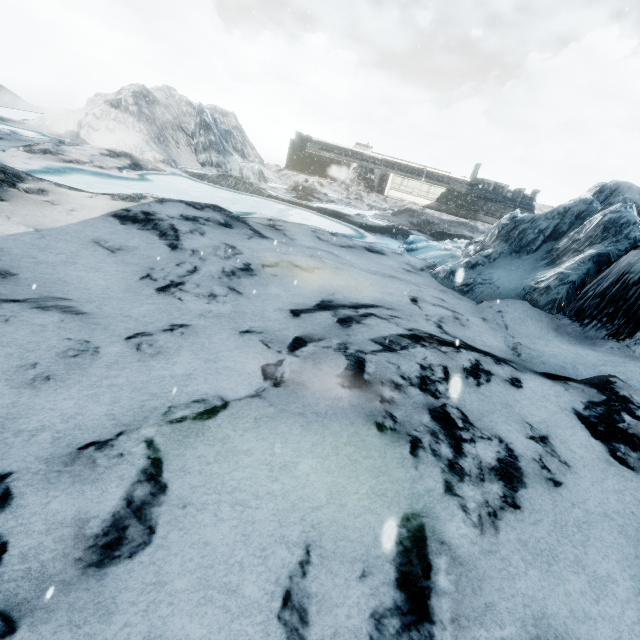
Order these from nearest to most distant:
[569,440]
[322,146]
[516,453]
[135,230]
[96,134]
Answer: [516,453], [569,440], [135,230], [96,134], [322,146]
